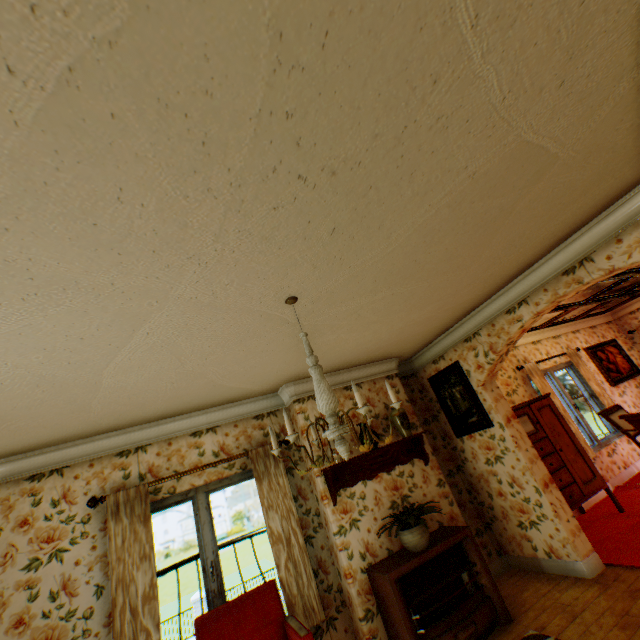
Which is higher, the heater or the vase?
the vase

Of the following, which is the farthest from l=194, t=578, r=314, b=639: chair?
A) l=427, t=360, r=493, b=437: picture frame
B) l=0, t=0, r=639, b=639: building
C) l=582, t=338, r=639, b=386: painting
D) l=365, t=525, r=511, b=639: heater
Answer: l=582, t=338, r=639, b=386: painting

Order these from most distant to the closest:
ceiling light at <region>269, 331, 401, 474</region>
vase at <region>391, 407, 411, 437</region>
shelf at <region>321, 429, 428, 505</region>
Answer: vase at <region>391, 407, 411, 437</region> → shelf at <region>321, 429, 428, 505</region> → ceiling light at <region>269, 331, 401, 474</region>

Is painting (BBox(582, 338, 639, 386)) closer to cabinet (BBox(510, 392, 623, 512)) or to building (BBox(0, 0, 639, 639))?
building (BBox(0, 0, 639, 639))

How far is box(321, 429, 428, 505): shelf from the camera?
3.9m

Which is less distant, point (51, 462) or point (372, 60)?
point (372, 60)

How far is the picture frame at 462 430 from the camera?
4.6 meters

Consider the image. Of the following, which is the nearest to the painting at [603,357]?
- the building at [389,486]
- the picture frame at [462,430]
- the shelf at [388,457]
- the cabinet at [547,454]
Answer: the building at [389,486]
